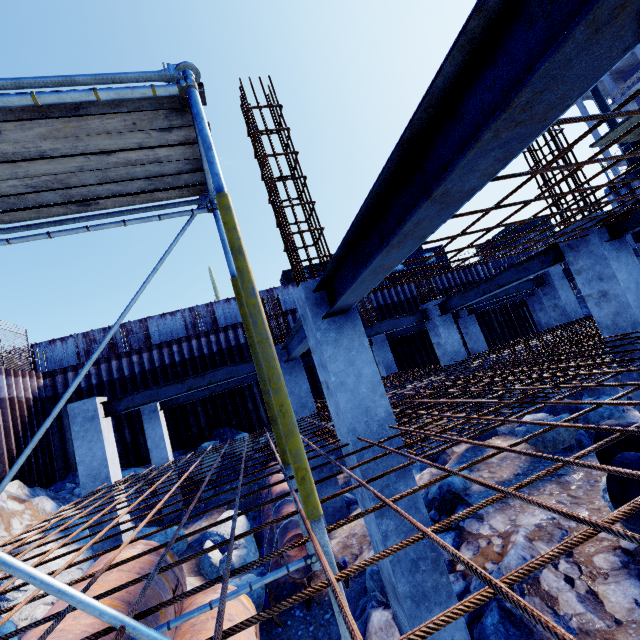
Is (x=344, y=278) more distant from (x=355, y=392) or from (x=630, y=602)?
(x=630, y=602)

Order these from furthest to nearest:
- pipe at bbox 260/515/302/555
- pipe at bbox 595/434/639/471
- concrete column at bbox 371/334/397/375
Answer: concrete column at bbox 371/334/397/375 < pipe at bbox 260/515/302/555 < pipe at bbox 595/434/639/471

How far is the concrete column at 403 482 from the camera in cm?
362

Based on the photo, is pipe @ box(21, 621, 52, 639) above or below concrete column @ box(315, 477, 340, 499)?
above

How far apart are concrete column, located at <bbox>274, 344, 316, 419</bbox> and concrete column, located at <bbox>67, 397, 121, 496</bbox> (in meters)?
4.33

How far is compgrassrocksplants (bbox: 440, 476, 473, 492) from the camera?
6.51m

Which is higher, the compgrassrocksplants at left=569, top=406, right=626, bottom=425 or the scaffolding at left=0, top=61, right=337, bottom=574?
the scaffolding at left=0, top=61, right=337, bottom=574

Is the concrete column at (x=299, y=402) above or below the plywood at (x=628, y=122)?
below
